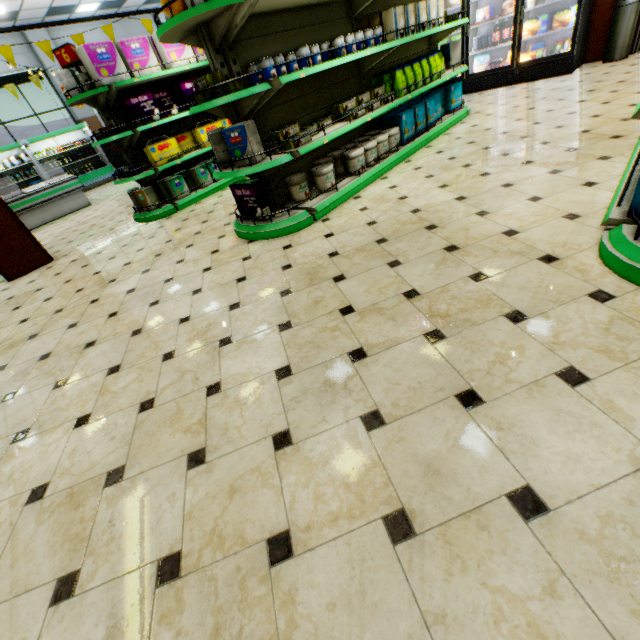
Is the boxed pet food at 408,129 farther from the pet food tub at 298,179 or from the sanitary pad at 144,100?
the sanitary pad at 144,100

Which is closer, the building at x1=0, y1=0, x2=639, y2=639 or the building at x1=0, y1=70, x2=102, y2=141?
the building at x1=0, y1=0, x2=639, y2=639

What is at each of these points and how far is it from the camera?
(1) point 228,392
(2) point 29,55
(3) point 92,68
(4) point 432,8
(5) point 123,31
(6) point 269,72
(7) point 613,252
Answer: (1) building, 1.9m
(2) building, 11.2m
(3) diaper, 4.6m
(4) boxed pet food, 4.3m
(5) building, 12.9m
(6) canned pet food, 3.0m
(7) shelf, 1.8m

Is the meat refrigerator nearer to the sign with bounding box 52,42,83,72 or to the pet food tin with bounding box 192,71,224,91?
the sign with bounding box 52,42,83,72

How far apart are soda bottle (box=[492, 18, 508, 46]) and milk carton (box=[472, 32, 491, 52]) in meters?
0.1

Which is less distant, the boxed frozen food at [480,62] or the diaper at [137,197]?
the diaper at [137,197]

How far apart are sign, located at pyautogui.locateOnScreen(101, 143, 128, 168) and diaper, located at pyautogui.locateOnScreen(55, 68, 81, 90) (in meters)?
9.49

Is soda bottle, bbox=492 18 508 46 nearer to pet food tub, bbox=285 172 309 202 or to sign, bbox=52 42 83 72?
pet food tub, bbox=285 172 309 202
